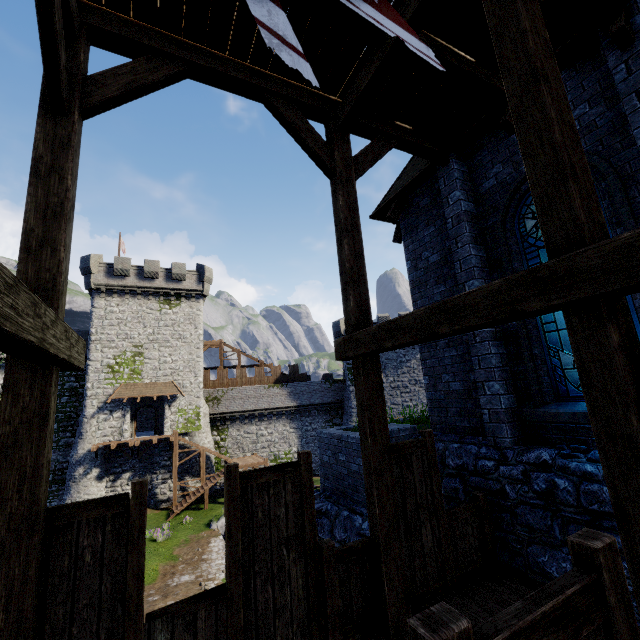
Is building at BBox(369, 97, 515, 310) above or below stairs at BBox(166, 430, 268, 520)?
above

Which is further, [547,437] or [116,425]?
[116,425]

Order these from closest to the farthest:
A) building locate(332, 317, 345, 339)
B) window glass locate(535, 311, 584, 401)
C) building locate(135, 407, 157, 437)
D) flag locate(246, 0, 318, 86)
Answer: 1. flag locate(246, 0, 318, 86)
2. window glass locate(535, 311, 584, 401)
3. building locate(135, 407, 157, 437)
4. building locate(332, 317, 345, 339)

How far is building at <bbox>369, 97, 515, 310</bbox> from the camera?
6.3m

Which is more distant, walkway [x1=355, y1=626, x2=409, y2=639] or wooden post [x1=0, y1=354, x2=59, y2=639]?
walkway [x1=355, y1=626, x2=409, y2=639]

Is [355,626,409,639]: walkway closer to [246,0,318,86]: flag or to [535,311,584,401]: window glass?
[535,311,584,401]: window glass

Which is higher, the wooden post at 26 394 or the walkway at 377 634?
the wooden post at 26 394

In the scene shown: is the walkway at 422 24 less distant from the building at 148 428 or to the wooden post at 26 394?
the wooden post at 26 394
